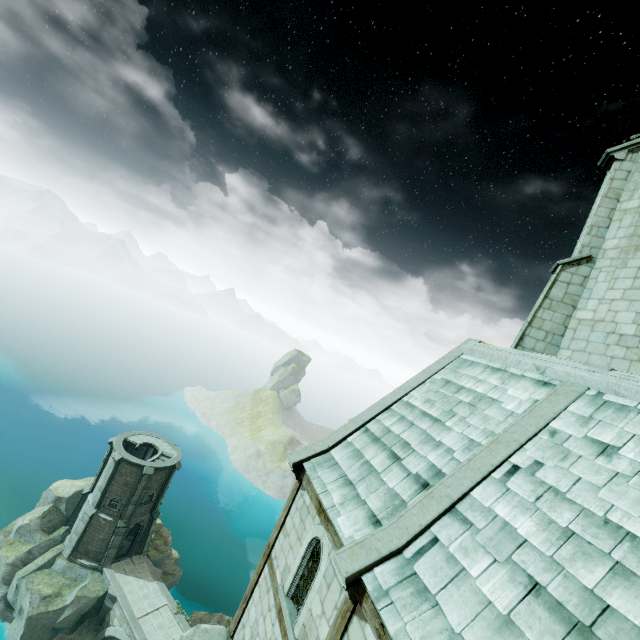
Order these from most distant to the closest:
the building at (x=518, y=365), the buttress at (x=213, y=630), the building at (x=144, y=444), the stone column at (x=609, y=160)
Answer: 1. the building at (x=144, y=444)
2. the stone column at (x=609, y=160)
3. the buttress at (x=213, y=630)
4. the building at (x=518, y=365)

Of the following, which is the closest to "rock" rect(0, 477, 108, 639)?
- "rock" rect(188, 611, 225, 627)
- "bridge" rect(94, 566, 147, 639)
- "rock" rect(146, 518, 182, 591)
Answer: "bridge" rect(94, 566, 147, 639)

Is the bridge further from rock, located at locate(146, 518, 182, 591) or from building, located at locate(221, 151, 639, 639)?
building, located at locate(221, 151, 639, 639)

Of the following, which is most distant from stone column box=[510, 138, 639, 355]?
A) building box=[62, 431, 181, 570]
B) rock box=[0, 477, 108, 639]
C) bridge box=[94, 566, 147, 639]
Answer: rock box=[0, 477, 108, 639]

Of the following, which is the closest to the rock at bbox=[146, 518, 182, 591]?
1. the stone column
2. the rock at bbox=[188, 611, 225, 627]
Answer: the rock at bbox=[188, 611, 225, 627]

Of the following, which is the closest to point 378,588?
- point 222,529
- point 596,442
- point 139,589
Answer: point 596,442

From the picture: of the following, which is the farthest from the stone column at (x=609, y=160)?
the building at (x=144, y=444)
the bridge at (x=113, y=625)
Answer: the building at (x=144, y=444)

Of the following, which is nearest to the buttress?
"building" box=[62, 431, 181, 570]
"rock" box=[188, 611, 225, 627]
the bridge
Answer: the bridge
